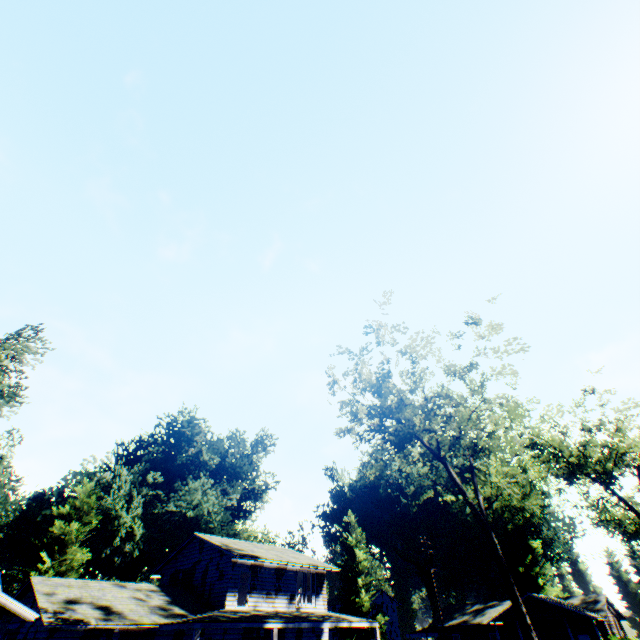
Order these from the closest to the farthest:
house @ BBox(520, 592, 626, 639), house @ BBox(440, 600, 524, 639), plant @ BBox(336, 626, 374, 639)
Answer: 1. house @ BBox(520, 592, 626, 639)
2. house @ BBox(440, 600, 524, 639)
3. plant @ BBox(336, 626, 374, 639)

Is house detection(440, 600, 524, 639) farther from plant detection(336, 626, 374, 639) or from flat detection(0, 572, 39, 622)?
flat detection(0, 572, 39, 622)

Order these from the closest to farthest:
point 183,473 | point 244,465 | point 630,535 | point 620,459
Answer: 1. point 620,459
2. point 244,465
3. point 183,473
4. point 630,535

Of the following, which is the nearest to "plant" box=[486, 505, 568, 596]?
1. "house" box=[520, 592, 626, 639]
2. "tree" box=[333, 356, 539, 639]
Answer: "house" box=[520, 592, 626, 639]

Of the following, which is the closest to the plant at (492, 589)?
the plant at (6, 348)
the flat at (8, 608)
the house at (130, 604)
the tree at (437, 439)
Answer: the plant at (6, 348)

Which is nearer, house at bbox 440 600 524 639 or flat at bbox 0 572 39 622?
flat at bbox 0 572 39 622

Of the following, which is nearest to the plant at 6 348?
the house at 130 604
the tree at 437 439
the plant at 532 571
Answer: the house at 130 604

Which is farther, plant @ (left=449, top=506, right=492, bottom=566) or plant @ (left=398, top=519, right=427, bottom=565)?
plant @ (left=398, top=519, right=427, bottom=565)
